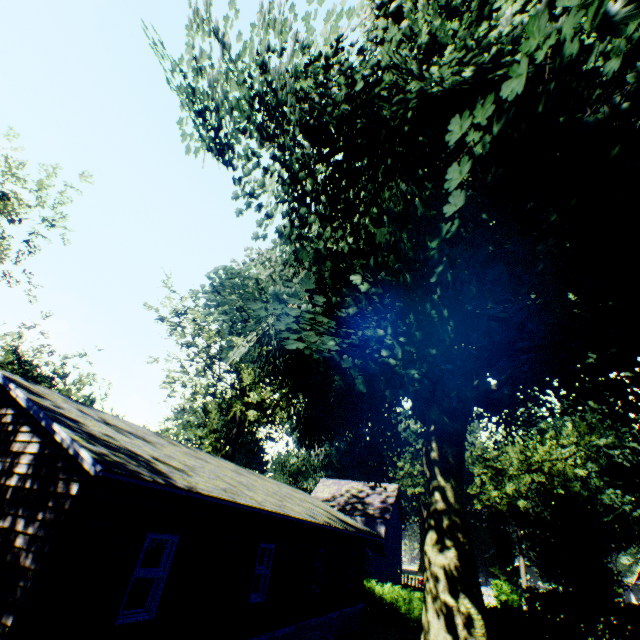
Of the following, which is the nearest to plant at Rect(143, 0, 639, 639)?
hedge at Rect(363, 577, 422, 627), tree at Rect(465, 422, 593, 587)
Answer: hedge at Rect(363, 577, 422, 627)

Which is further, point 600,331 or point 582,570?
point 582,570

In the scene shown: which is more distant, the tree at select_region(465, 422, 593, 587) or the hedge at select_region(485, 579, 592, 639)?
the tree at select_region(465, 422, 593, 587)

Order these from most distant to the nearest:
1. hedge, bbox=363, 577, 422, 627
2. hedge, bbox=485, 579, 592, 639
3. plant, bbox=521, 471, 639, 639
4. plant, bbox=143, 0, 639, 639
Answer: hedge, bbox=363, 577, 422, 627 → plant, bbox=521, 471, 639, 639 → hedge, bbox=485, 579, 592, 639 → plant, bbox=143, 0, 639, 639

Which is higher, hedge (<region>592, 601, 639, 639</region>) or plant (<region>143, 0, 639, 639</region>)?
plant (<region>143, 0, 639, 639</region>)

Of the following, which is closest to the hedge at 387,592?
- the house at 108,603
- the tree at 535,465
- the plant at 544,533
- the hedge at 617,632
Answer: the hedge at 617,632

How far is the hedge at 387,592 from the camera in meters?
21.5 m

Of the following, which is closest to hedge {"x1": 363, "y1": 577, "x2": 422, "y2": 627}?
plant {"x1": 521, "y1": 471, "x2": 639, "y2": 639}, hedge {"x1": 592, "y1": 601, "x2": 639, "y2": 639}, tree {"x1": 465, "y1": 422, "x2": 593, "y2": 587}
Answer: hedge {"x1": 592, "y1": 601, "x2": 639, "y2": 639}
